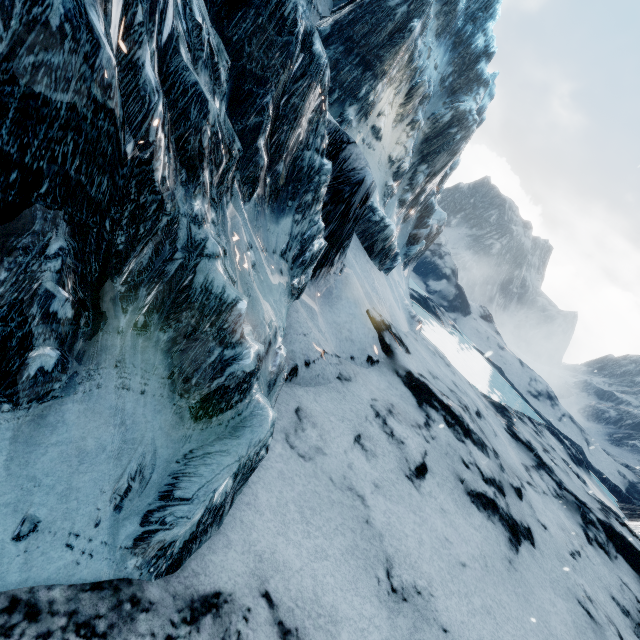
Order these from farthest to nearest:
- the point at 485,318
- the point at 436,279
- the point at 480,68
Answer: the point at 485,318 < the point at 436,279 < the point at 480,68
